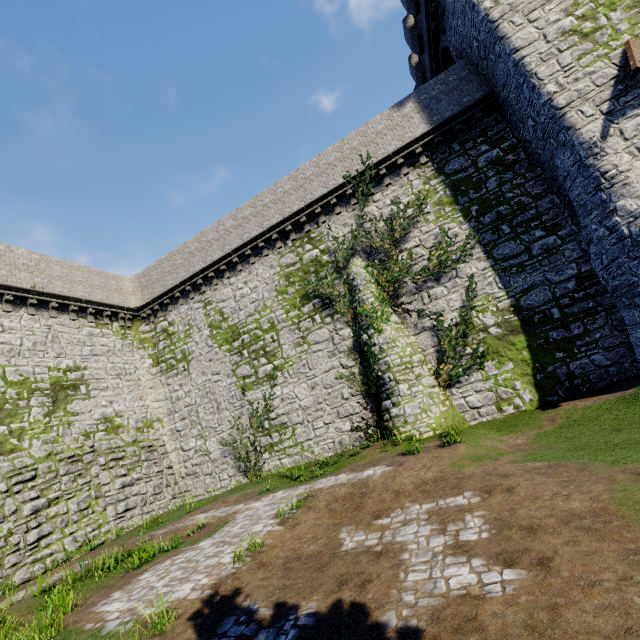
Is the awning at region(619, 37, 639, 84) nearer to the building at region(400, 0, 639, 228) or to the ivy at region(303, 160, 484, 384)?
the building at region(400, 0, 639, 228)

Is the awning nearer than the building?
Yes

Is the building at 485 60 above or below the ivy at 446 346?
above

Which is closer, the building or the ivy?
the building

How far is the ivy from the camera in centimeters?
1451cm

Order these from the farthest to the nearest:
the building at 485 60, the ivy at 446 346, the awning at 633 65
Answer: the ivy at 446 346
the building at 485 60
the awning at 633 65

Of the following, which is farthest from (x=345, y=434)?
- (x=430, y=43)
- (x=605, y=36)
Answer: (x=430, y=43)
